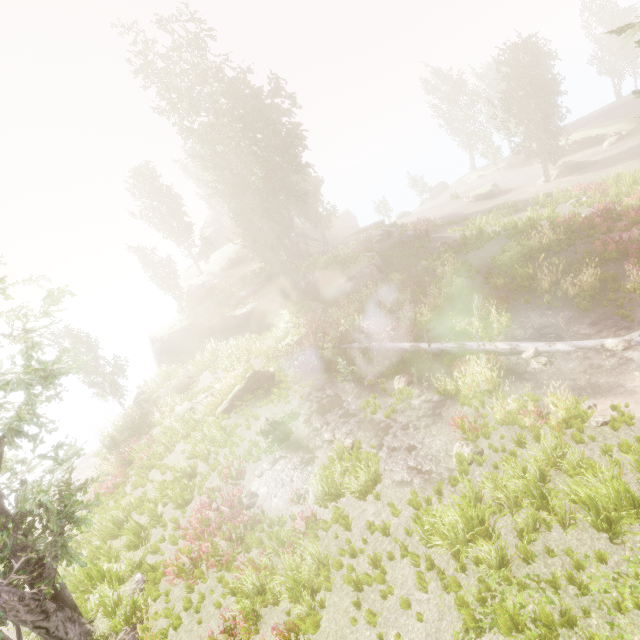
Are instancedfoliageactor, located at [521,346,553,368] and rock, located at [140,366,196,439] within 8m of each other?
no

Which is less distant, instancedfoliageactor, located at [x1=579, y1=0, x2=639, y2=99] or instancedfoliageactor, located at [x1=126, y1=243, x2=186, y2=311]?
instancedfoliageactor, located at [x1=579, y1=0, x2=639, y2=99]

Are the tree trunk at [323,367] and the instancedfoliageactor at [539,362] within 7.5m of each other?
no

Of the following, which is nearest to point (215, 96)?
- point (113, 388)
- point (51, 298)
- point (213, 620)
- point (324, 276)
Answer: point (324, 276)

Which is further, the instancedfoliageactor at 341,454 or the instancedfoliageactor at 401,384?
the instancedfoliageactor at 401,384

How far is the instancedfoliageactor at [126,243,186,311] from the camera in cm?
3594

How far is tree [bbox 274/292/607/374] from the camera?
11.84m

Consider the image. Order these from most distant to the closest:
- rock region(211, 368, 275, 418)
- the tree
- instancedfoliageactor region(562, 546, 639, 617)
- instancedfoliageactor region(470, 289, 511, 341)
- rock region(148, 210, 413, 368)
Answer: rock region(148, 210, 413, 368) < rock region(211, 368, 275, 418) < instancedfoliageactor region(470, 289, 511, 341) < the tree < instancedfoliageactor region(562, 546, 639, 617)
